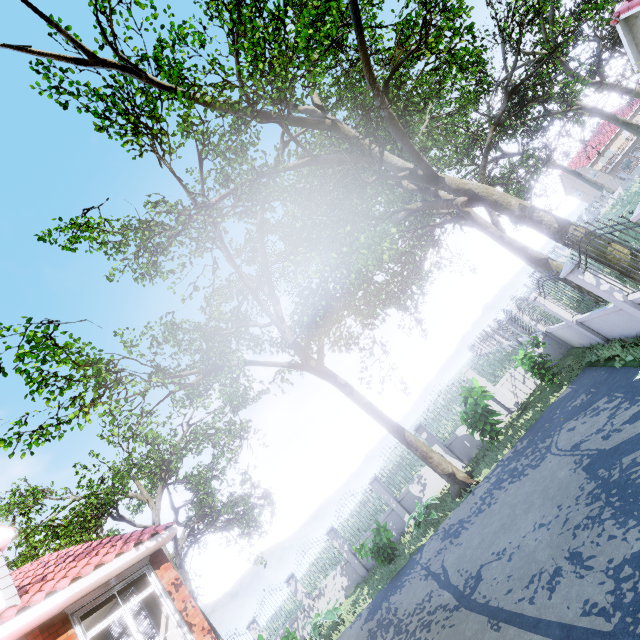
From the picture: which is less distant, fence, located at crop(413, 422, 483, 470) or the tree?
the tree

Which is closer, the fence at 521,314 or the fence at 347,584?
the fence at 521,314

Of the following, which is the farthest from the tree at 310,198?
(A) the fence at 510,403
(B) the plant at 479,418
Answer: (B) the plant at 479,418

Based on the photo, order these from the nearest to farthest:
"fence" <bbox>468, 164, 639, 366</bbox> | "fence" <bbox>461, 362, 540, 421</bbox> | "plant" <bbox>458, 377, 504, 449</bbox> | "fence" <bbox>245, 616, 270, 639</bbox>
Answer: "fence" <bbox>468, 164, 639, 366</bbox> → "plant" <bbox>458, 377, 504, 449</bbox> → "fence" <bbox>461, 362, 540, 421</bbox> → "fence" <bbox>245, 616, 270, 639</bbox>

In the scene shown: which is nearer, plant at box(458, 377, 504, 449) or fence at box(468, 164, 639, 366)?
fence at box(468, 164, 639, 366)

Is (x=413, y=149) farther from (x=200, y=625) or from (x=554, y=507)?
(x=200, y=625)

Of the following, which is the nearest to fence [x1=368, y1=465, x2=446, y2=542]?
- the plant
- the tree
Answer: the tree

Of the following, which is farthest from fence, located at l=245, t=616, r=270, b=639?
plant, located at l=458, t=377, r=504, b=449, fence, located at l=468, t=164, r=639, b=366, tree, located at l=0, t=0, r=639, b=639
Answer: fence, located at l=468, t=164, r=639, b=366
